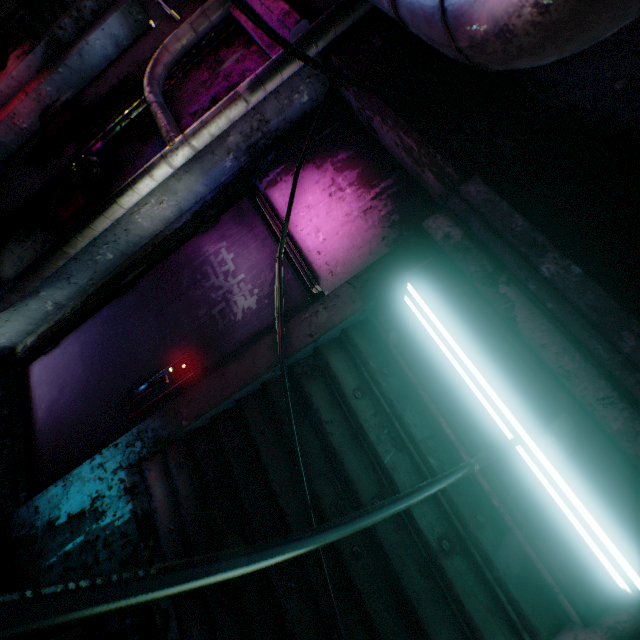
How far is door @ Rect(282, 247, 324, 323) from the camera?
1.6 meters

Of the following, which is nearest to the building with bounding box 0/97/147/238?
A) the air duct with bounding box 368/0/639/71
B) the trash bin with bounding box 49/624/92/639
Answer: the air duct with bounding box 368/0/639/71

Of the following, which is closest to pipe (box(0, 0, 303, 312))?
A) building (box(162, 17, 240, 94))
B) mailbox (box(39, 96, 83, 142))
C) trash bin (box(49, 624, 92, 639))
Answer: building (box(162, 17, 240, 94))

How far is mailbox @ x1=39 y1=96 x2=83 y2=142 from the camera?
2.14m

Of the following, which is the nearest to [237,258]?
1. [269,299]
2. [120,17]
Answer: [269,299]

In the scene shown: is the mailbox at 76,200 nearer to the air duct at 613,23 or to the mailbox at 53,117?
the mailbox at 53,117

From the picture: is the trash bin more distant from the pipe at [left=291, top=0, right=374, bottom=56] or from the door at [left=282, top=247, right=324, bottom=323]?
the pipe at [left=291, top=0, right=374, bottom=56]

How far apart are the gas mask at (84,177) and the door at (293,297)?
0.5m
